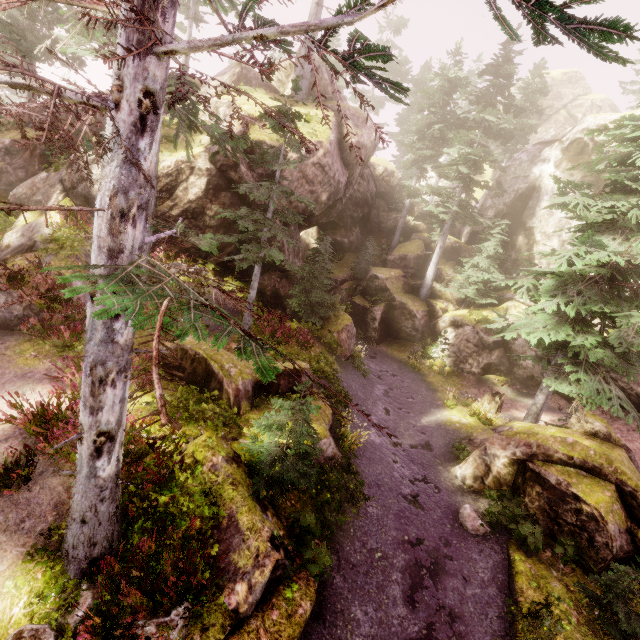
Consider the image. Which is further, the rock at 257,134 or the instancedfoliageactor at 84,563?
the rock at 257,134

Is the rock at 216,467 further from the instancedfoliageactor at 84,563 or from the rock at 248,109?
the rock at 248,109

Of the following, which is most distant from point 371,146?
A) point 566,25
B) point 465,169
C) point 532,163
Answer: point 566,25

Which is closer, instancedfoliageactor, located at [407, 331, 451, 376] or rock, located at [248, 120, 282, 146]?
rock, located at [248, 120, 282, 146]

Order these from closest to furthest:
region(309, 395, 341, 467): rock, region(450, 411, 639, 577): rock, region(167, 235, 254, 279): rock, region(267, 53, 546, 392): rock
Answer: region(450, 411, 639, 577): rock, region(309, 395, 341, 467): rock, region(167, 235, 254, 279): rock, region(267, 53, 546, 392): rock

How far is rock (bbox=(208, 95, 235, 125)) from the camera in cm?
1584

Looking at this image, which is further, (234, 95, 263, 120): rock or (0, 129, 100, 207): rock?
(234, 95, 263, 120): rock

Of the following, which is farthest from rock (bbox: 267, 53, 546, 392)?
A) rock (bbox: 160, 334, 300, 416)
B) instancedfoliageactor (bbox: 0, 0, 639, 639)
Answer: rock (bbox: 160, 334, 300, 416)
